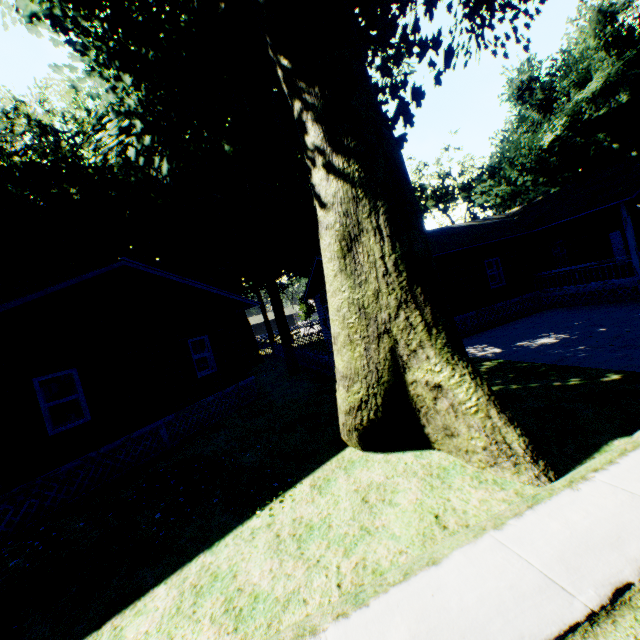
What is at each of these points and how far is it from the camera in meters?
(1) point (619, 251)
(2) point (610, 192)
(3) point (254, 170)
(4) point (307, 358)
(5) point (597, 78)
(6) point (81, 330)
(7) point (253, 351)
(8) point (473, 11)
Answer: (1) door, 20.6
(2) house, 14.5
(3) plant, 21.6
(4) fence, 19.0
(5) plant, 32.7
(6) house, 9.7
(7) plant, 30.3
(8) plant, 14.4

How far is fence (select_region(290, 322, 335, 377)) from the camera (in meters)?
15.07

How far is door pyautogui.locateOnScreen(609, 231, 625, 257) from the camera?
20.4m

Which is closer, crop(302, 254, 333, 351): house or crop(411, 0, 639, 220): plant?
crop(302, 254, 333, 351): house

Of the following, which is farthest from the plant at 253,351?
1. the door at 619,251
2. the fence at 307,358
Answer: the door at 619,251

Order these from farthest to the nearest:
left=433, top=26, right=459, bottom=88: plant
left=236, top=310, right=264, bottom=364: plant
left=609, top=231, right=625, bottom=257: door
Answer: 1. left=236, top=310, right=264, bottom=364: plant
2. left=609, top=231, right=625, bottom=257: door
3. left=433, top=26, right=459, bottom=88: plant

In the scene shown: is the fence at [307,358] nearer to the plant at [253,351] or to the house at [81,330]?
the plant at [253,351]

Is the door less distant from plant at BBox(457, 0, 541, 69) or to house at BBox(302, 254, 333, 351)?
house at BBox(302, 254, 333, 351)
